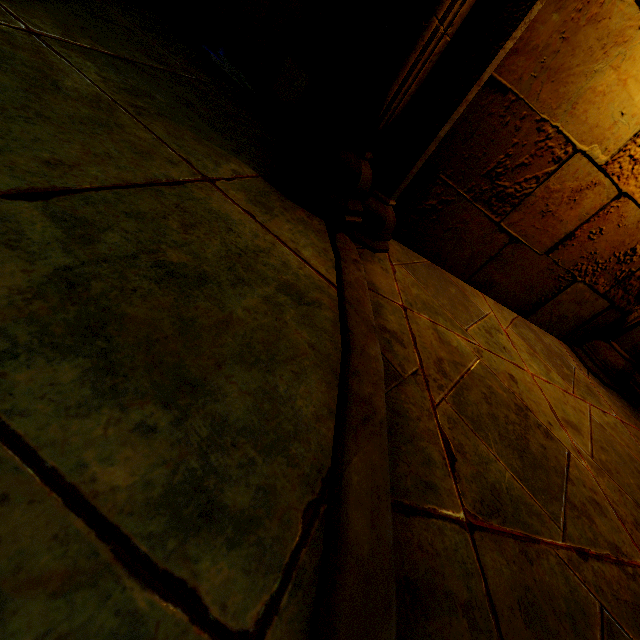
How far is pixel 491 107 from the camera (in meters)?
2.00
